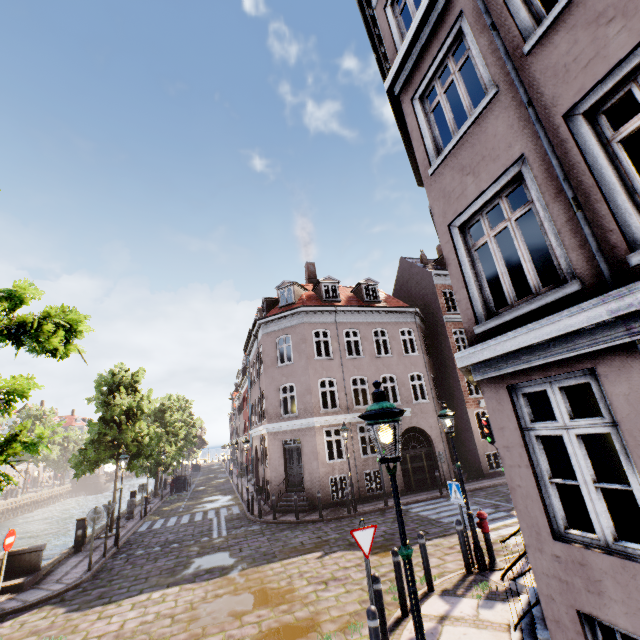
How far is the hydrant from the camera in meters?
7.7 m

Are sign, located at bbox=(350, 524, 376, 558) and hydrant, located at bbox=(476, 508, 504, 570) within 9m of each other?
yes

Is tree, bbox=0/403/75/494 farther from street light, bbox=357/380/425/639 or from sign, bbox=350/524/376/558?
sign, bbox=350/524/376/558

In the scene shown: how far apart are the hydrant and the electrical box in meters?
15.7 m

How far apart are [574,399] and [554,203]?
6.4m

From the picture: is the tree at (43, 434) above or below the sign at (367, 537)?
above

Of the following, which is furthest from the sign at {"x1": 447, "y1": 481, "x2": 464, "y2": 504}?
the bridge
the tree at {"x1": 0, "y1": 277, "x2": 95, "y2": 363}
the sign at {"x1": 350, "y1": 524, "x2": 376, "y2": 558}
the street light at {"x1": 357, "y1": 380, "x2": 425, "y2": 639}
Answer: the bridge

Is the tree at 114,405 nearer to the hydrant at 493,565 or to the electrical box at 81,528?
the electrical box at 81,528
